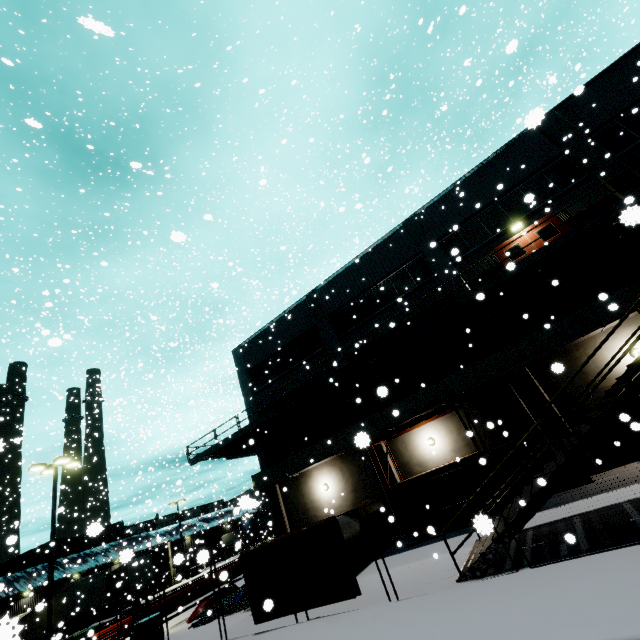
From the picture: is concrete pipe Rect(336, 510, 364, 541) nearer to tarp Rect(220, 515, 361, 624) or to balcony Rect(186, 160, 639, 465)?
tarp Rect(220, 515, 361, 624)

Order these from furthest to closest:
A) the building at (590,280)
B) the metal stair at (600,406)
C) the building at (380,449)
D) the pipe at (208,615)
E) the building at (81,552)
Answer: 1. the building at (81,552)
2. the building at (380,449)
3. the pipe at (208,615)
4. the building at (590,280)
5. the metal stair at (600,406)

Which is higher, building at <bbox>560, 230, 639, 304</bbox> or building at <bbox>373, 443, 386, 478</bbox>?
building at <bbox>560, 230, 639, 304</bbox>

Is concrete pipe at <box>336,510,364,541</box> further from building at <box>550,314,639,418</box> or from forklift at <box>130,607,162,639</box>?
forklift at <box>130,607,162,639</box>

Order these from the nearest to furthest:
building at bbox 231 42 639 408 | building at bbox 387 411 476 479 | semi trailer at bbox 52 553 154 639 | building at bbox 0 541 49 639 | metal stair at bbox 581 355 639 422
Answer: metal stair at bbox 581 355 639 422, building at bbox 231 42 639 408, building at bbox 387 411 476 479, building at bbox 0 541 49 639, semi trailer at bbox 52 553 154 639

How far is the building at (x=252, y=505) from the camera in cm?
456

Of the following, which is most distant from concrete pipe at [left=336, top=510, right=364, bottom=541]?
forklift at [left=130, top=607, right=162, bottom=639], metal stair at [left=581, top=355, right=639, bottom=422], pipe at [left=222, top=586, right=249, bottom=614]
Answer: forklift at [left=130, top=607, right=162, bottom=639]

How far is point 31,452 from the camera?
28.1 meters
